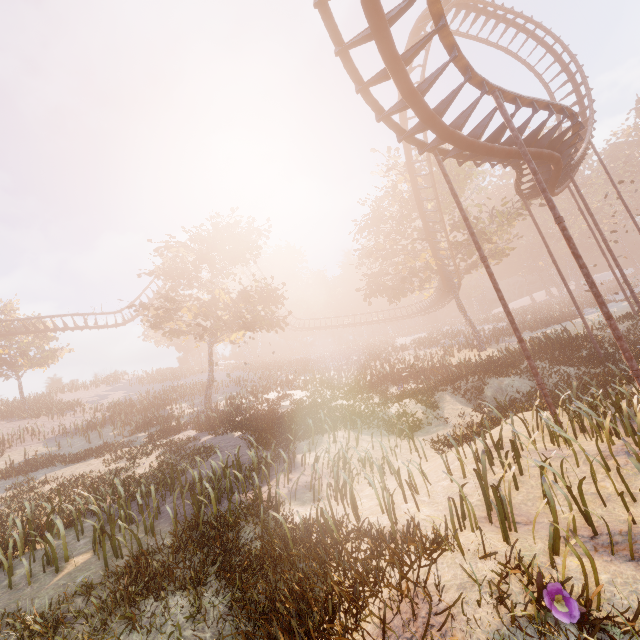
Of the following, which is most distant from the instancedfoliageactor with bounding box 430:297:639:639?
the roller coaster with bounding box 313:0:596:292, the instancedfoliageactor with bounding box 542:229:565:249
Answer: the instancedfoliageactor with bounding box 542:229:565:249

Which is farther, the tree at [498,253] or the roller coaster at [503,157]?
the tree at [498,253]

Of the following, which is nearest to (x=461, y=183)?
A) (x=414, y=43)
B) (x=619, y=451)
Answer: (x=414, y=43)

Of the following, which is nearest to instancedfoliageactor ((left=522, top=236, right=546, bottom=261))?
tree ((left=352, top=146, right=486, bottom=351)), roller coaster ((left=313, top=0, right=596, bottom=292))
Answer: tree ((left=352, top=146, right=486, bottom=351))

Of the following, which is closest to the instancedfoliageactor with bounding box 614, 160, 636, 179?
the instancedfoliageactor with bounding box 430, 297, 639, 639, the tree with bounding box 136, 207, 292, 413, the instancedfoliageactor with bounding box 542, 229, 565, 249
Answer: the instancedfoliageactor with bounding box 542, 229, 565, 249

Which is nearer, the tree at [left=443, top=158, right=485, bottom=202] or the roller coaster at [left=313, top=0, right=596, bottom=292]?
the roller coaster at [left=313, top=0, right=596, bottom=292]

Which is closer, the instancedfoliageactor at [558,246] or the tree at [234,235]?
the tree at [234,235]

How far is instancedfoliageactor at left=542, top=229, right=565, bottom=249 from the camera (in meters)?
56.75
